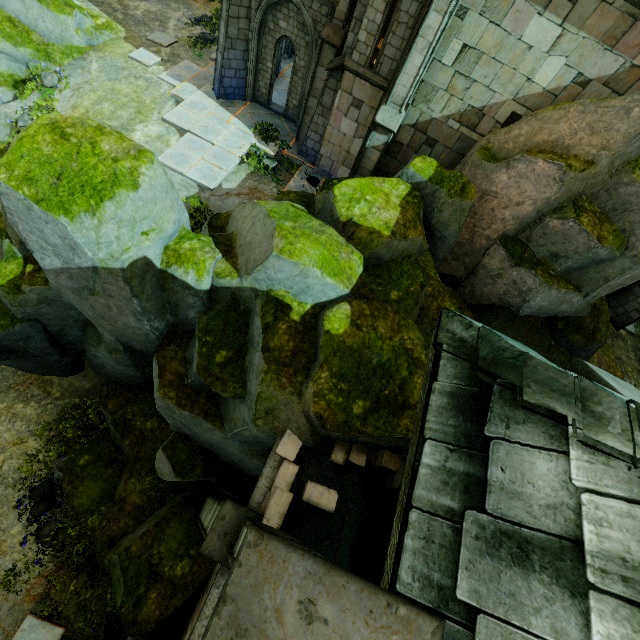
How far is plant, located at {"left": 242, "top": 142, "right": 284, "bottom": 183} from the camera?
13.3m

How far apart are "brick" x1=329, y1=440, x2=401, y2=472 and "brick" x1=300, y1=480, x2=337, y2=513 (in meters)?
0.49

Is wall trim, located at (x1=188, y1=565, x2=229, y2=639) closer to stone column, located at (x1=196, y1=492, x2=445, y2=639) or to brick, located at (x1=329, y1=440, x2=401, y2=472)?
stone column, located at (x1=196, y1=492, x2=445, y2=639)

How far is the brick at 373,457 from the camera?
6.1m

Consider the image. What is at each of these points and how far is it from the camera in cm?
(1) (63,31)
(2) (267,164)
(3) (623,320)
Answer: (1) rock, 1362
(2) plant, 1337
(3) stone column, 1559

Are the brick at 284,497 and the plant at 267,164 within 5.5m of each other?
no

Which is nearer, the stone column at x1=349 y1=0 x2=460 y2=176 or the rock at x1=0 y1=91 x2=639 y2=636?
the rock at x1=0 y1=91 x2=639 y2=636

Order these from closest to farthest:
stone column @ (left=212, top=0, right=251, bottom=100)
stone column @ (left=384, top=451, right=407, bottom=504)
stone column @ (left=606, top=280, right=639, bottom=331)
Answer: stone column @ (left=384, top=451, right=407, bottom=504)
stone column @ (left=212, top=0, right=251, bottom=100)
stone column @ (left=606, top=280, right=639, bottom=331)
